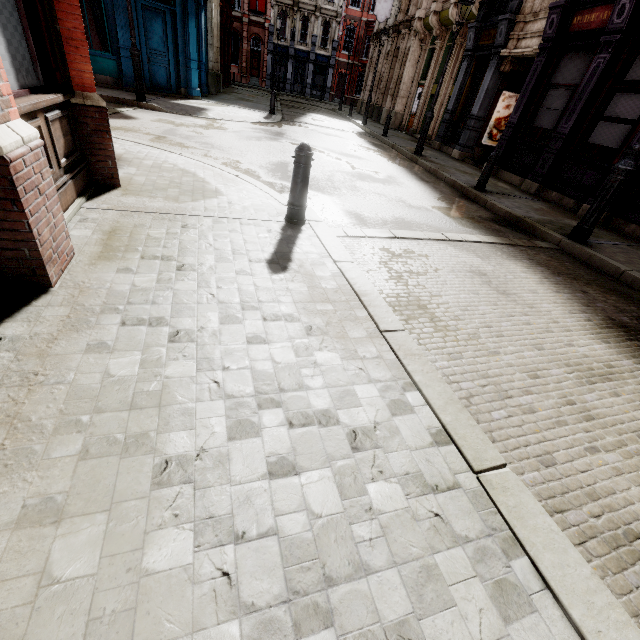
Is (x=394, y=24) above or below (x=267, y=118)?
above

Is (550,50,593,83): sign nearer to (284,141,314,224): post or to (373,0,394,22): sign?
(284,141,314,224): post

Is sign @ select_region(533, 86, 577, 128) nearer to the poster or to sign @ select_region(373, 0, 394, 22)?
the poster

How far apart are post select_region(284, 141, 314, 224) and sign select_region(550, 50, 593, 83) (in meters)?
10.16

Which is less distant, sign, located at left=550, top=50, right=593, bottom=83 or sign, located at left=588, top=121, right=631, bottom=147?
sign, located at left=588, top=121, right=631, bottom=147

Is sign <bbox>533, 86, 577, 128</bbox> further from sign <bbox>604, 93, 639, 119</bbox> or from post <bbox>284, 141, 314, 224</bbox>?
post <bbox>284, 141, 314, 224</bbox>

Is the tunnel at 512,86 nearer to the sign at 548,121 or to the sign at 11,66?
the sign at 548,121

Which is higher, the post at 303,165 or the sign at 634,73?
the sign at 634,73
